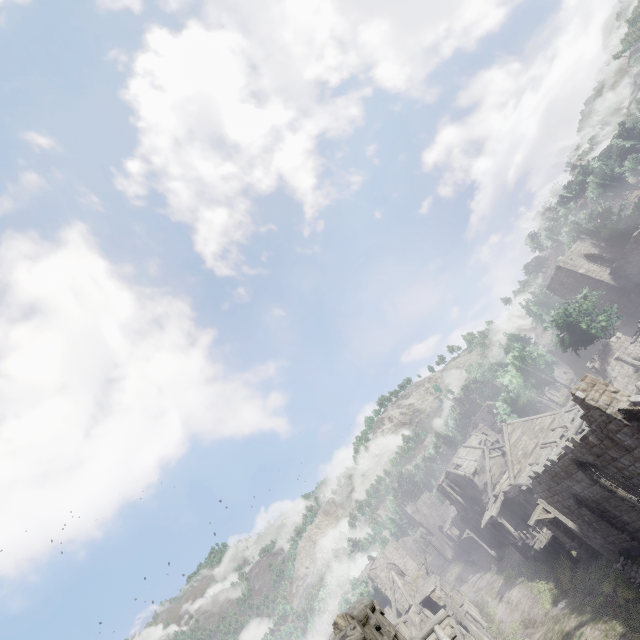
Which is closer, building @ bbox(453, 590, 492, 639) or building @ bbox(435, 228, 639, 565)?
building @ bbox(435, 228, 639, 565)

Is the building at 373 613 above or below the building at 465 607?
above

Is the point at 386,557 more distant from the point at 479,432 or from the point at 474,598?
the point at 479,432

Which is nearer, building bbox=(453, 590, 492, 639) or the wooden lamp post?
the wooden lamp post

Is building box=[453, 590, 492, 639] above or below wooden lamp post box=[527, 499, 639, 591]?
above

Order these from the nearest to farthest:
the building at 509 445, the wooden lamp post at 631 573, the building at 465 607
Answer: the building at 509 445 → the wooden lamp post at 631 573 → the building at 465 607
